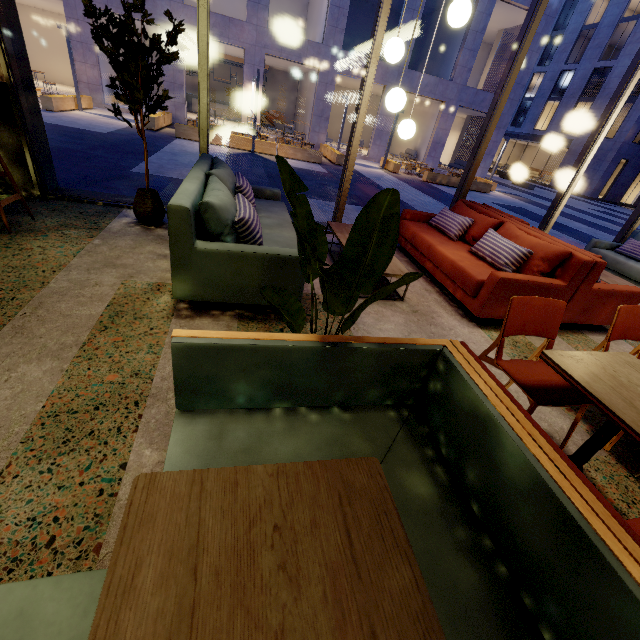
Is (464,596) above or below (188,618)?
below

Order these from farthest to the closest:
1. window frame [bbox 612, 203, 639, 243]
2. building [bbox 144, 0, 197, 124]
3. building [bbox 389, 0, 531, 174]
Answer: building [bbox 389, 0, 531, 174], building [bbox 144, 0, 197, 124], window frame [bbox 612, 203, 639, 243]

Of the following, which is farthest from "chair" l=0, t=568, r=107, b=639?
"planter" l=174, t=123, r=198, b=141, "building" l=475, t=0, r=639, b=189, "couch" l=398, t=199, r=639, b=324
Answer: "building" l=475, t=0, r=639, b=189

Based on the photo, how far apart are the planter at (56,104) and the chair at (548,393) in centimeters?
1754cm

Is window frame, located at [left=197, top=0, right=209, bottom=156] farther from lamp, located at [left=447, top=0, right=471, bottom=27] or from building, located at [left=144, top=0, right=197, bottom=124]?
building, located at [left=144, top=0, right=197, bottom=124]

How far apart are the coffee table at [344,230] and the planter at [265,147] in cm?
1142

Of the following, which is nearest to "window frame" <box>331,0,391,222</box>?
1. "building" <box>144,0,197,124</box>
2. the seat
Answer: the seat

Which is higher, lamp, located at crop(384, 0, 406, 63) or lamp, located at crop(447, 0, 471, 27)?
lamp, located at crop(447, 0, 471, 27)
